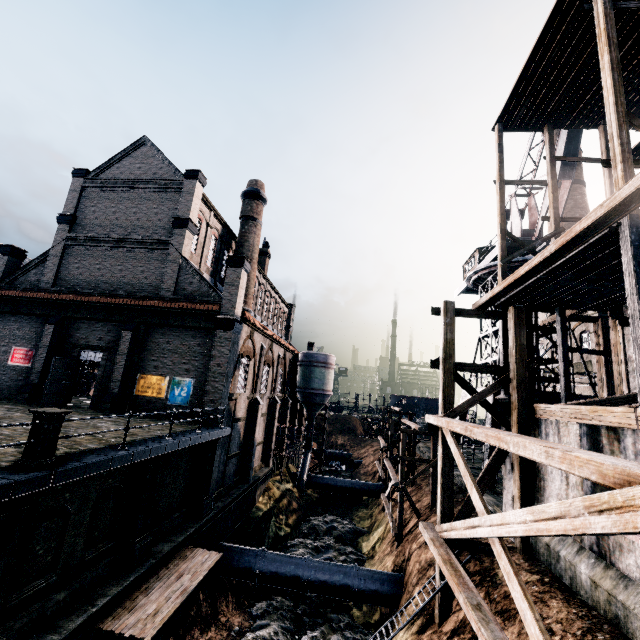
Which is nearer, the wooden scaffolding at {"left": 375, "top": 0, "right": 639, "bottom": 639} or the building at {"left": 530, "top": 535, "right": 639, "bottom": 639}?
the wooden scaffolding at {"left": 375, "top": 0, "right": 639, "bottom": 639}

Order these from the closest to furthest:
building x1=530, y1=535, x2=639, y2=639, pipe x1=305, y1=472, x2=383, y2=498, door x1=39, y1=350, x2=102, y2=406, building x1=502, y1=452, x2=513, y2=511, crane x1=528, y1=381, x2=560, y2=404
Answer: building x1=530, y1=535, x2=639, y2=639, building x1=502, y1=452, x2=513, y2=511, door x1=39, y1=350, x2=102, y2=406, crane x1=528, y1=381, x2=560, y2=404, pipe x1=305, y1=472, x2=383, y2=498

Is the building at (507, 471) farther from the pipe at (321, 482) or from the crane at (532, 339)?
the pipe at (321, 482)

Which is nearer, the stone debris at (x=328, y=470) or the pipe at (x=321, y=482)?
the pipe at (x=321, y=482)

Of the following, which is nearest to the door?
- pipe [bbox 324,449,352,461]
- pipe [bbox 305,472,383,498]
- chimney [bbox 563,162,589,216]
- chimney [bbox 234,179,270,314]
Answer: chimney [bbox 234,179,270,314]

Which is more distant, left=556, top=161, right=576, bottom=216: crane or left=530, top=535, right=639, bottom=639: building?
left=556, top=161, right=576, bottom=216: crane

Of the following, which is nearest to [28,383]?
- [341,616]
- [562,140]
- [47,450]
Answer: [47,450]

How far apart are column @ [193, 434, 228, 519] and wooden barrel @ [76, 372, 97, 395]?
19.4 meters
